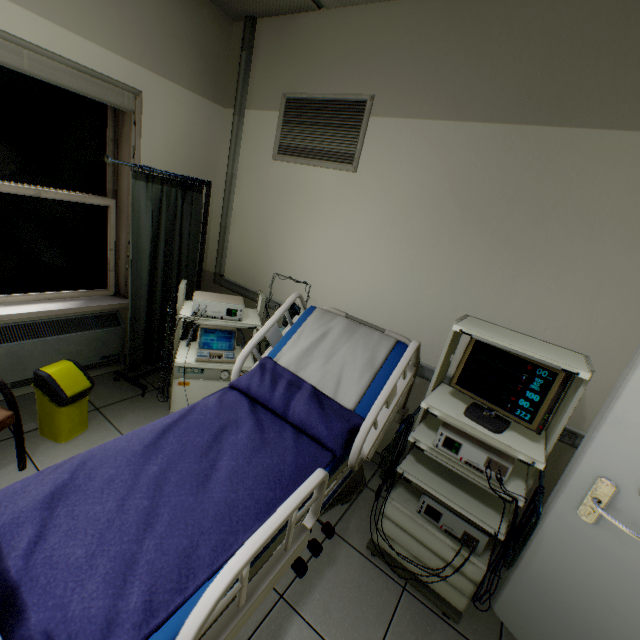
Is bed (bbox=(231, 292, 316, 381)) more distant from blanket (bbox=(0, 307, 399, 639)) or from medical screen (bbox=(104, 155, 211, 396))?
medical screen (bbox=(104, 155, 211, 396))

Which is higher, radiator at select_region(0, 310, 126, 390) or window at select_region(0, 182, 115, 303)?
window at select_region(0, 182, 115, 303)

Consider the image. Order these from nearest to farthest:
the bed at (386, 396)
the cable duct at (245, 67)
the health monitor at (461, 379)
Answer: the bed at (386, 396) → the health monitor at (461, 379) → the cable duct at (245, 67)

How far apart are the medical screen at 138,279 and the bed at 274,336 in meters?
1.7 m

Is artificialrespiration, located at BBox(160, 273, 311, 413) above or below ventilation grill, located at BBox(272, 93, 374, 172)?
below

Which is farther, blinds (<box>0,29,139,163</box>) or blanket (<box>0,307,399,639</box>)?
blinds (<box>0,29,139,163</box>)

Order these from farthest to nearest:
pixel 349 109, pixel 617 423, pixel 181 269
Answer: pixel 181 269, pixel 349 109, pixel 617 423

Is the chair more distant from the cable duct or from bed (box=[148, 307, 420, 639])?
the cable duct
